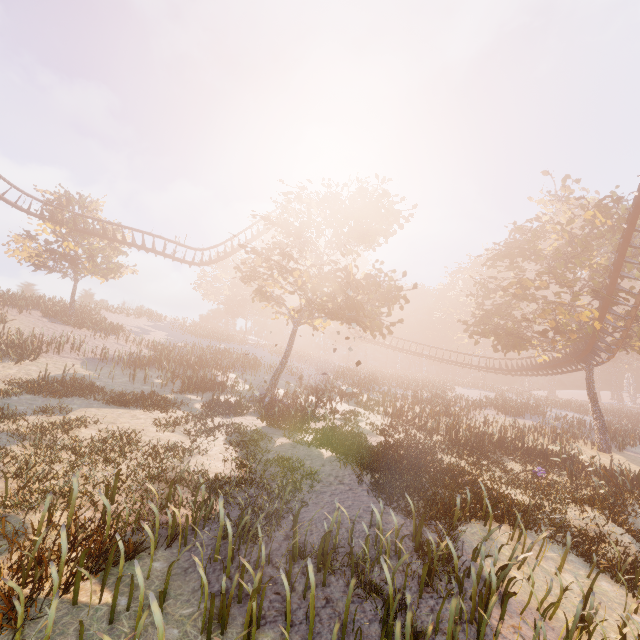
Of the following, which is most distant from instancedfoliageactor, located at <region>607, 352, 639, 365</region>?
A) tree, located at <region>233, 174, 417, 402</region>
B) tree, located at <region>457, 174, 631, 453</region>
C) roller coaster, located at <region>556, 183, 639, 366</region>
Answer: tree, located at <region>233, 174, 417, 402</region>

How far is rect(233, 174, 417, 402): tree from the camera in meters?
18.2

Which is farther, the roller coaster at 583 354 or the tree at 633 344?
the tree at 633 344

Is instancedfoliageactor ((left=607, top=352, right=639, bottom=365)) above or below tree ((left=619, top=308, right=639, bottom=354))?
above

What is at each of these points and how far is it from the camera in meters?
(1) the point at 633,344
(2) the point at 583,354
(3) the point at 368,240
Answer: (1) tree, 25.6
(2) roller coaster, 24.0
(3) tree, 20.7

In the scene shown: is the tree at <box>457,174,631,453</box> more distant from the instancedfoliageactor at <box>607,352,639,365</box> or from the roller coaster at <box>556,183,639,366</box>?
the instancedfoliageactor at <box>607,352,639,365</box>

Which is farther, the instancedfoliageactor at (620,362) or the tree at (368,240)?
the instancedfoliageactor at (620,362)

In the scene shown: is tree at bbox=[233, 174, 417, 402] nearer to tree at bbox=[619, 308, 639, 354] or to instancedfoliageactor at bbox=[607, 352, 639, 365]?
tree at bbox=[619, 308, 639, 354]
